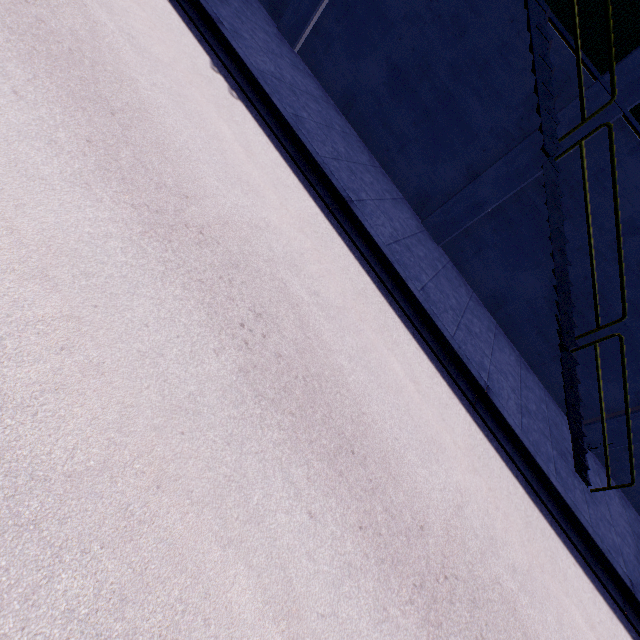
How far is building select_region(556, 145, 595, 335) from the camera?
8.2m

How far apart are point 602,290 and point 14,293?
11.8 meters

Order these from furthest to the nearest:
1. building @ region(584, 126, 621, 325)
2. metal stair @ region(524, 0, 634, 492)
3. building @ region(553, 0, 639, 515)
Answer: building @ region(584, 126, 621, 325)
building @ region(553, 0, 639, 515)
metal stair @ region(524, 0, 634, 492)

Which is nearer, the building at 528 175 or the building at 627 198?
the building at 627 198

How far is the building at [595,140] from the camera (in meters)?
7.88

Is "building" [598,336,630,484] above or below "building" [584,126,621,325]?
below
